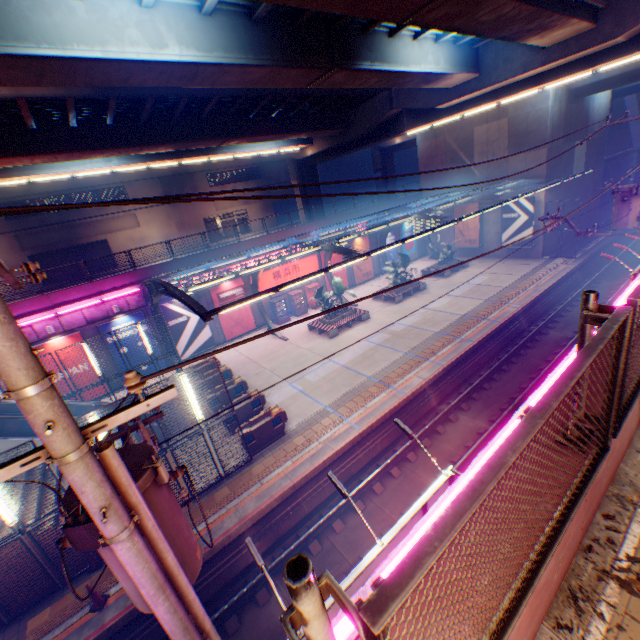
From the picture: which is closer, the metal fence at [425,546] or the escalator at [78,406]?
the metal fence at [425,546]

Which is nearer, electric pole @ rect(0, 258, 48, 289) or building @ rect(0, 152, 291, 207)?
electric pole @ rect(0, 258, 48, 289)

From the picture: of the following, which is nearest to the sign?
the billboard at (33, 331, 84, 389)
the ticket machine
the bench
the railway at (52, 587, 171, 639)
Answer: the bench

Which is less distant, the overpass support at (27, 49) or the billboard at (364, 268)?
the overpass support at (27, 49)

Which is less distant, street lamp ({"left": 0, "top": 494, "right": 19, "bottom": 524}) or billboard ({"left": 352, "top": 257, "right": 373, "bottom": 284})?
street lamp ({"left": 0, "top": 494, "right": 19, "bottom": 524})

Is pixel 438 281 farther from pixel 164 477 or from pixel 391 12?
pixel 164 477

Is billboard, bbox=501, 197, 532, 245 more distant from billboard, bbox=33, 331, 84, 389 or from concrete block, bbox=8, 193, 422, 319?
billboard, bbox=33, 331, 84, 389

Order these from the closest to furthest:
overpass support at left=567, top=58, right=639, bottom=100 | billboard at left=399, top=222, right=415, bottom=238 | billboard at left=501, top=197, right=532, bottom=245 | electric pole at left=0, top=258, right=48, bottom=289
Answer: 1. electric pole at left=0, top=258, right=48, bottom=289
2. overpass support at left=567, top=58, right=639, bottom=100
3. billboard at left=501, top=197, right=532, bottom=245
4. billboard at left=399, top=222, right=415, bottom=238
